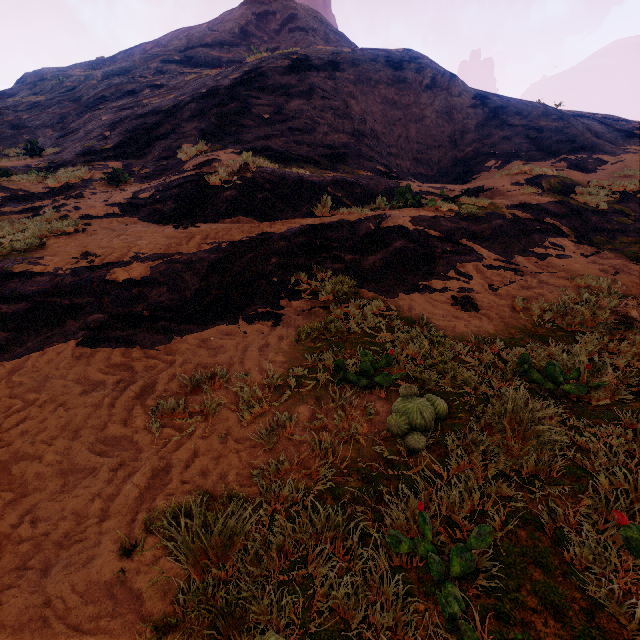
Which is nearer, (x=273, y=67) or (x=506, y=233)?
(x=506, y=233)
